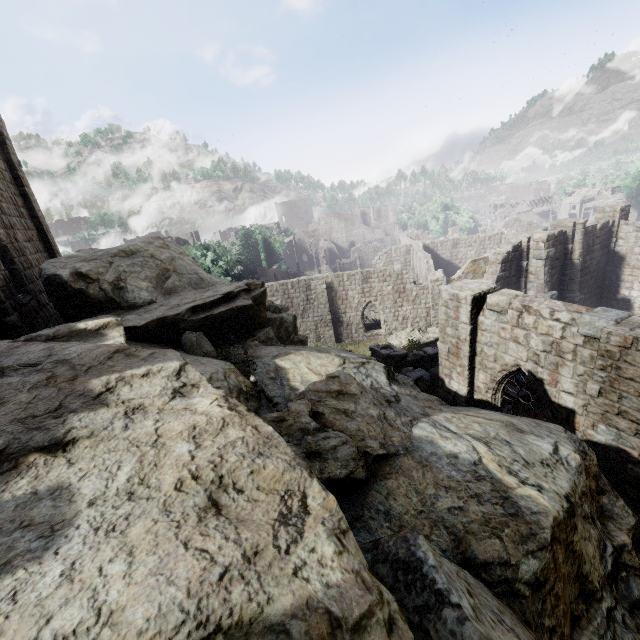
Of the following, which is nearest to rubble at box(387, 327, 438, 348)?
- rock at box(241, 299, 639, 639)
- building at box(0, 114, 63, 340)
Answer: building at box(0, 114, 63, 340)

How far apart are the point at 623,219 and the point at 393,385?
24.6 meters

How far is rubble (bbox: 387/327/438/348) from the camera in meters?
26.1

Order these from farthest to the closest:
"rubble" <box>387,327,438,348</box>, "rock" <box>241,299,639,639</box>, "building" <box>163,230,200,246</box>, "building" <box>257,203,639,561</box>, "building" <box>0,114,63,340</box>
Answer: "building" <box>163,230,200,246</box> < "rubble" <box>387,327,438,348</box> < "building" <box>0,114,63,340</box> < "building" <box>257,203,639,561</box> < "rock" <box>241,299,639,639</box>

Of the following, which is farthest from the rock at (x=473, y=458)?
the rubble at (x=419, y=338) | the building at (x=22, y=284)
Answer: the rubble at (x=419, y=338)

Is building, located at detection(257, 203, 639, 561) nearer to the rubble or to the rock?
the rubble

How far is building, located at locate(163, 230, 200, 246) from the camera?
47.8 meters

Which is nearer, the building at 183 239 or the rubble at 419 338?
the rubble at 419 338
